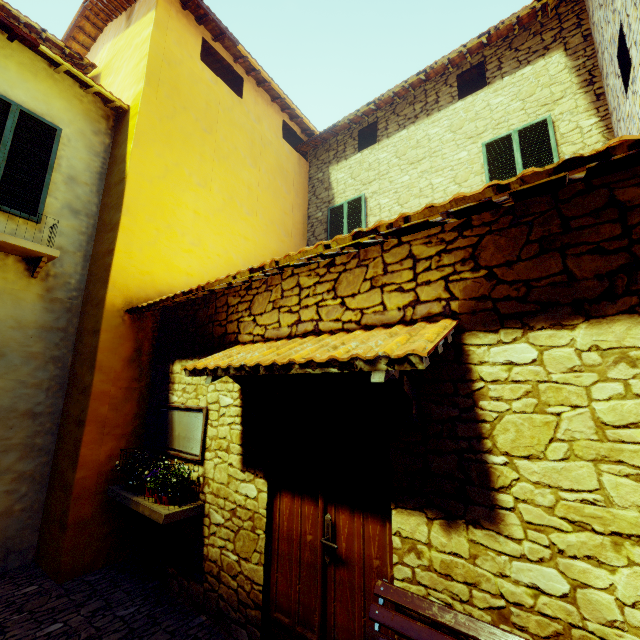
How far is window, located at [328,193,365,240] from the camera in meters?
7.8

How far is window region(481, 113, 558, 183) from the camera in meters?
5.6

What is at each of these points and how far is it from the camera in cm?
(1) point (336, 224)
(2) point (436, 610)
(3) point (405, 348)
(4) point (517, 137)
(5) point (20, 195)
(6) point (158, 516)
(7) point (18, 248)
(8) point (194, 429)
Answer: (1) window, 830
(2) bench, 190
(3) door eaves, 187
(4) window, 587
(5) window, 462
(6) window sill, 339
(7) window sill, 432
(8) window, 407

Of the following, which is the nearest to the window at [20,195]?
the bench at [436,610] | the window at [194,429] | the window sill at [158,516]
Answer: the window at [194,429]

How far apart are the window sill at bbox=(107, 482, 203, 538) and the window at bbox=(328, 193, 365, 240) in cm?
578

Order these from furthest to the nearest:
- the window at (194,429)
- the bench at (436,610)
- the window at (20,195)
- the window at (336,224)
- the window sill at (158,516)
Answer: the window at (336,224) → the window at (20,195) → the window at (194,429) → the window sill at (158,516) → the bench at (436,610)

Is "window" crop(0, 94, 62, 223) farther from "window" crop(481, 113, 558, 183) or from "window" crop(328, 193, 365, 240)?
"window" crop(481, 113, 558, 183)

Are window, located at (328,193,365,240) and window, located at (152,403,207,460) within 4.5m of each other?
no
